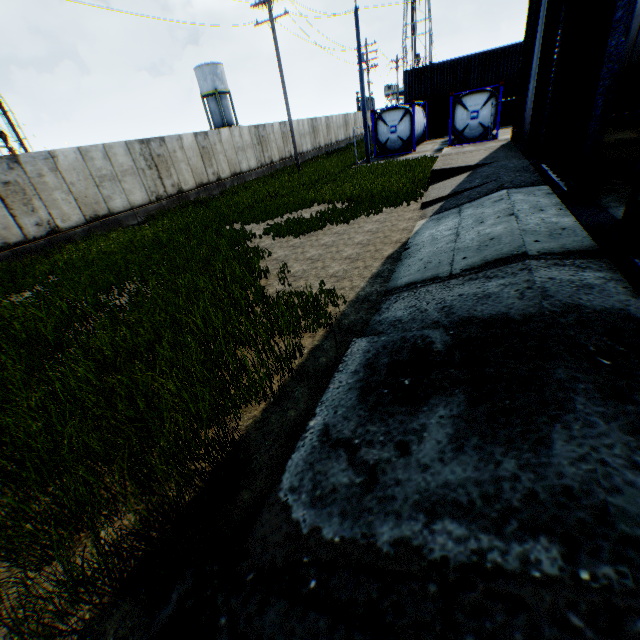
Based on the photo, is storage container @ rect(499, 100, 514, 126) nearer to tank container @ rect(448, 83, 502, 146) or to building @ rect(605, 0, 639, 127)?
tank container @ rect(448, 83, 502, 146)

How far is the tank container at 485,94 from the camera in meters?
19.8 m

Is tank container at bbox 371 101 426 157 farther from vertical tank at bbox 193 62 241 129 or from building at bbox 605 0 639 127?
vertical tank at bbox 193 62 241 129

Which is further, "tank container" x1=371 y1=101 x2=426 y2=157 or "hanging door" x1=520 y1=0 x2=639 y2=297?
"tank container" x1=371 y1=101 x2=426 y2=157

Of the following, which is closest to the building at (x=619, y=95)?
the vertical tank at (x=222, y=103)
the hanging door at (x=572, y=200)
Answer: the hanging door at (x=572, y=200)

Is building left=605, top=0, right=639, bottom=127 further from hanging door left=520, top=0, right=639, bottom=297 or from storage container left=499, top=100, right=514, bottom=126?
storage container left=499, top=100, right=514, bottom=126

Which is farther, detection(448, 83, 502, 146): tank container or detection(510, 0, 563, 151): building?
detection(448, 83, 502, 146): tank container

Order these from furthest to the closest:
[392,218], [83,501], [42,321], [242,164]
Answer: [242,164] < [392,218] < [42,321] < [83,501]
